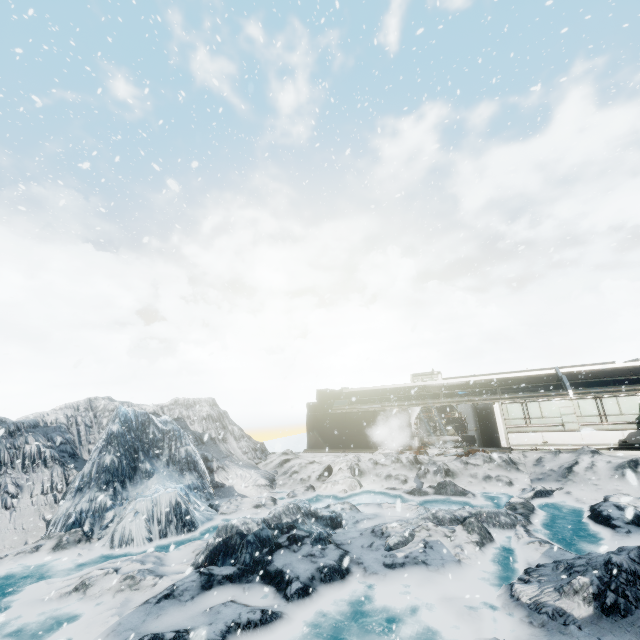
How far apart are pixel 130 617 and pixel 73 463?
13.0 meters
